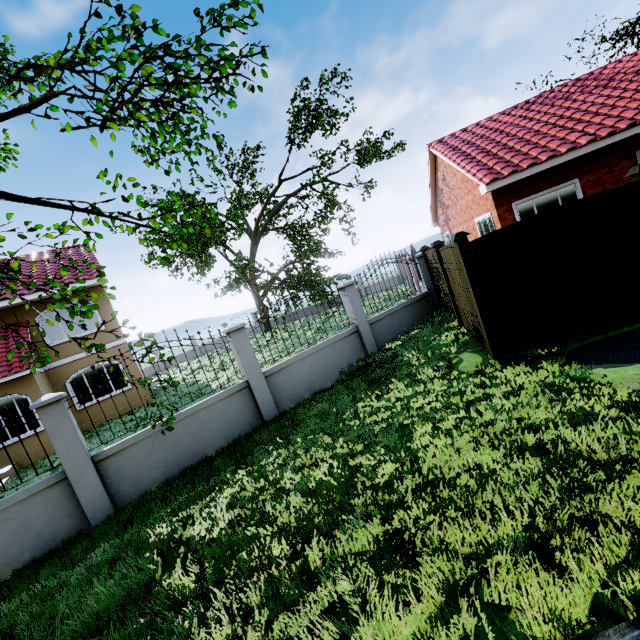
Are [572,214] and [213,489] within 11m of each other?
yes

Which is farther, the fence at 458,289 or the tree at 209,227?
the fence at 458,289

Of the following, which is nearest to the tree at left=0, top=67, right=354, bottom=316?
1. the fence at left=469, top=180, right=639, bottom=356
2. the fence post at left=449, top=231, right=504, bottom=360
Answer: the fence at left=469, top=180, right=639, bottom=356

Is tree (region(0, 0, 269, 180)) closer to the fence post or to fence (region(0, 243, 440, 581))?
fence (region(0, 243, 440, 581))

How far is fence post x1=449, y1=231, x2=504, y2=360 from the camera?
6.0m

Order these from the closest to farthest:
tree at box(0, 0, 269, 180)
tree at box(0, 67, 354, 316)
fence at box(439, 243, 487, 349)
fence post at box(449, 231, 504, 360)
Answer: tree at box(0, 0, 269, 180), tree at box(0, 67, 354, 316), fence post at box(449, 231, 504, 360), fence at box(439, 243, 487, 349)

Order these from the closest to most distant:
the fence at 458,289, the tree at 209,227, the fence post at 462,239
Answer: the tree at 209,227, the fence post at 462,239, the fence at 458,289

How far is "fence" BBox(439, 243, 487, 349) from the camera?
6.9 meters
